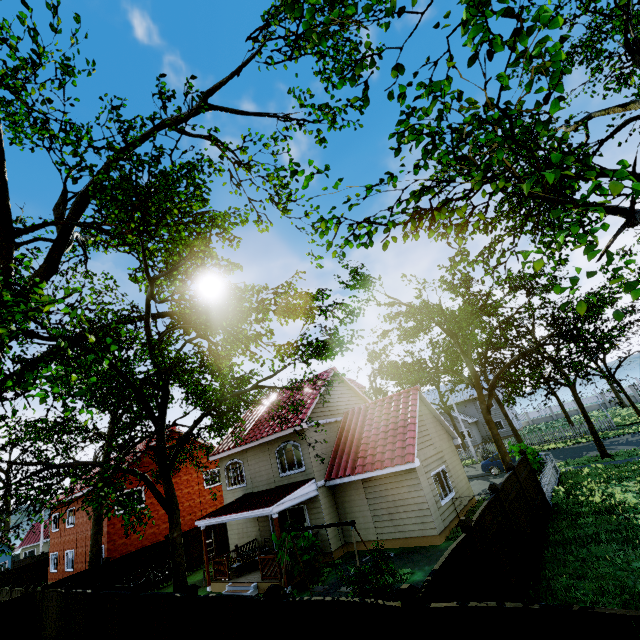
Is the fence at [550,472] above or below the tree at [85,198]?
below

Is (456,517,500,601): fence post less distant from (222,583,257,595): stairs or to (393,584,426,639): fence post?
(393,584,426,639): fence post

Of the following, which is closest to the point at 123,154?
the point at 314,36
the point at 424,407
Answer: the point at 314,36

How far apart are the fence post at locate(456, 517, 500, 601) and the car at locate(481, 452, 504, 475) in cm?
2018

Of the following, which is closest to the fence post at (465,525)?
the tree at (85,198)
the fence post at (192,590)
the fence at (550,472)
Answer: the fence at (550,472)

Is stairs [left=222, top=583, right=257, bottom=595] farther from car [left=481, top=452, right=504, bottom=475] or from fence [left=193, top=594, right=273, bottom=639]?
car [left=481, top=452, right=504, bottom=475]

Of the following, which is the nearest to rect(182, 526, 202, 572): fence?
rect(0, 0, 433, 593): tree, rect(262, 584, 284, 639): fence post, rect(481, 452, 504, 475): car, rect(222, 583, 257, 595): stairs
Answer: rect(262, 584, 284, 639): fence post

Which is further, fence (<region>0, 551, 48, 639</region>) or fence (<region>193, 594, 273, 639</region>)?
fence (<region>0, 551, 48, 639</region>)
